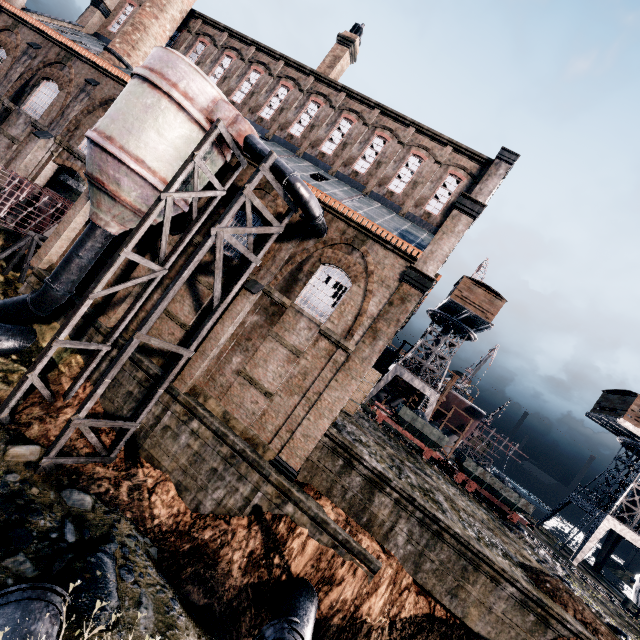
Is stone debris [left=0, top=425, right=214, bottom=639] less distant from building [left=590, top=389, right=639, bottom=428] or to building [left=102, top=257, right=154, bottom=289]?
building [left=102, top=257, right=154, bottom=289]

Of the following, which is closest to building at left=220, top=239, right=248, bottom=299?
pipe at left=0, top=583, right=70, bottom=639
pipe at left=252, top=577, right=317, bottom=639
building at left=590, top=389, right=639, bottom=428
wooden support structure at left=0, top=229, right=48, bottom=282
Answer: wooden support structure at left=0, top=229, right=48, bottom=282

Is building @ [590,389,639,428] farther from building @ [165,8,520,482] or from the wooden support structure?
the wooden support structure

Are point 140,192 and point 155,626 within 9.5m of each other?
no

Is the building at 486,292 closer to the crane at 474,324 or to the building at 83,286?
the crane at 474,324

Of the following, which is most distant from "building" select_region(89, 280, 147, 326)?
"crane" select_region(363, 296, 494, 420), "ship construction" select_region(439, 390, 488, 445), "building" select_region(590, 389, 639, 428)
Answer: "building" select_region(590, 389, 639, 428)

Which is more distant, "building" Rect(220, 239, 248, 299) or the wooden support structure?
the wooden support structure

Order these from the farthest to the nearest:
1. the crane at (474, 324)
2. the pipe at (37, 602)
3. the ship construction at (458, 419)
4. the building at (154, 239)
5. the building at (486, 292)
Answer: the ship construction at (458, 419)
the crane at (474, 324)
the building at (486, 292)
the building at (154, 239)
the pipe at (37, 602)
